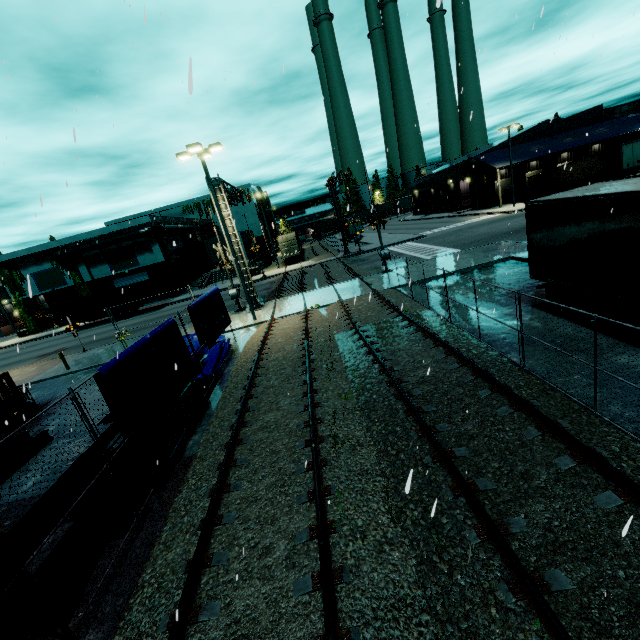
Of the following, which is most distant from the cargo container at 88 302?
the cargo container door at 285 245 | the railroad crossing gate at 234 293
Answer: the railroad crossing gate at 234 293

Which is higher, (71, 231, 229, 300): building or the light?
the light

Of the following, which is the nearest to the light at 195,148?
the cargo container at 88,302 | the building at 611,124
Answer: the building at 611,124

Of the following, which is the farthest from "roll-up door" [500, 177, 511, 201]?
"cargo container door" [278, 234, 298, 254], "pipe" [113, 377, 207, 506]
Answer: "cargo container door" [278, 234, 298, 254]

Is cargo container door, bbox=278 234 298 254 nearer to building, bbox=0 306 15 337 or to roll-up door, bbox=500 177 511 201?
building, bbox=0 306 15 337

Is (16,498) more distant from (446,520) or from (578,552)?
(578,552)

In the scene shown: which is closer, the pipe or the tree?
the pipe

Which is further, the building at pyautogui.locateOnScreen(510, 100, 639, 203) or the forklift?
the building at pyautogui.locateOnScreen(510, 100, 639, 203)
